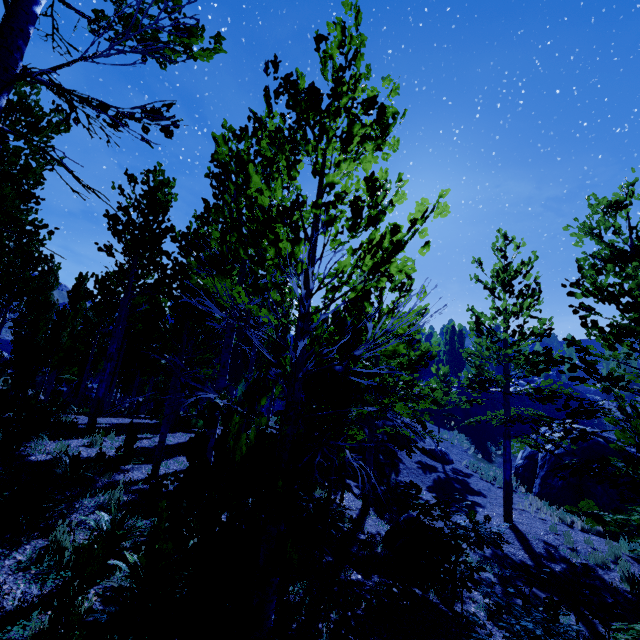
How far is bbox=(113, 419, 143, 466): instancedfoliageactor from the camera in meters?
8.0 m

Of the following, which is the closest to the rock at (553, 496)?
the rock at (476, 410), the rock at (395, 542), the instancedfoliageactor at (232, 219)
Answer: the instancedfoliageactor at (232, 219)

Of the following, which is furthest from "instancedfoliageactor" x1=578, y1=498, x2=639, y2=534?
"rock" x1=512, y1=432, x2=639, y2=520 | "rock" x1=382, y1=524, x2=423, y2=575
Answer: "rock" x1=512, y1=432, x2=639, y2=520

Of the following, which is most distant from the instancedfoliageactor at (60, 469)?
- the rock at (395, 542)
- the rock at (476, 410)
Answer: the rock at (395, 542)

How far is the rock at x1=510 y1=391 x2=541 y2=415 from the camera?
35.03m

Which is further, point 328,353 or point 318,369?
point 328,353

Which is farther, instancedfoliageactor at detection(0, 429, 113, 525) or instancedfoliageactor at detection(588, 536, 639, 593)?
instancedfoliageactor at detection(588, 536, 639, 593)

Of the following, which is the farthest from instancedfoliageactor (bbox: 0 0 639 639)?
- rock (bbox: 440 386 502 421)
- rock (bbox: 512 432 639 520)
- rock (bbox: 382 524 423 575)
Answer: rock (bbox: 512 432 639 520)
